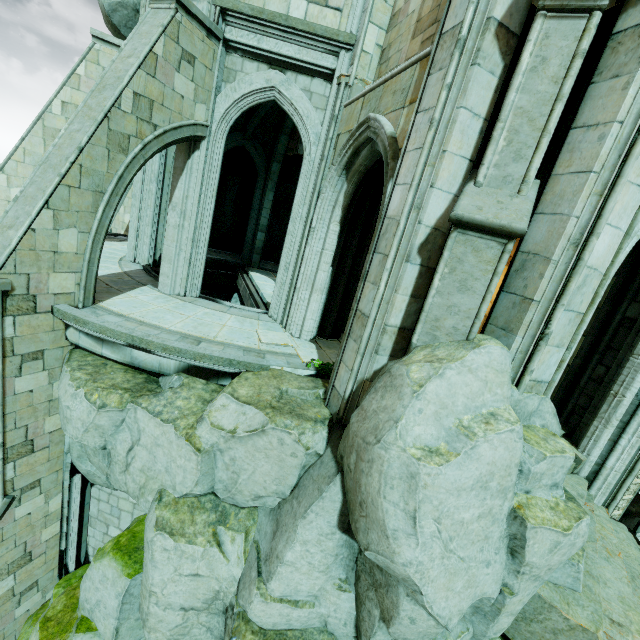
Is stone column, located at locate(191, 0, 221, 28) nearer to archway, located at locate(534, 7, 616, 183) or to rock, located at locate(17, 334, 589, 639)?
archway, located at locate(534, 7, 616, 183)

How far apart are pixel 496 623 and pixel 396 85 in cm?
770

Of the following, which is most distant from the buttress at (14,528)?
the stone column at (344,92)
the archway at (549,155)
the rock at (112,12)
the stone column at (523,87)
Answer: the stone column at (523,87)

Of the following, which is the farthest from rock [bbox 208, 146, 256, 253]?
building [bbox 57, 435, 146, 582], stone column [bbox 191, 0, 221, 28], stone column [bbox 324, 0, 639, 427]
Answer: building [bbox 57, 435, 146, 582]

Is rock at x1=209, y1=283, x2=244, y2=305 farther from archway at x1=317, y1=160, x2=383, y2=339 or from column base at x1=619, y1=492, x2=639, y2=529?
column base at x1=619, y1=492, x2=639, y2=529

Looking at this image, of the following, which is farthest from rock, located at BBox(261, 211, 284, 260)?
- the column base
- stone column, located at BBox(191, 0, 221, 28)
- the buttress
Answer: the column base

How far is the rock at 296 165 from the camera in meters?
17.6 m

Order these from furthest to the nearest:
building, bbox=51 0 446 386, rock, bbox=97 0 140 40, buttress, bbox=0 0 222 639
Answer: rock, bbox=97 0 140 40, building, bbox=51 0 446 386, buttress, bbox=0 0 222 639
